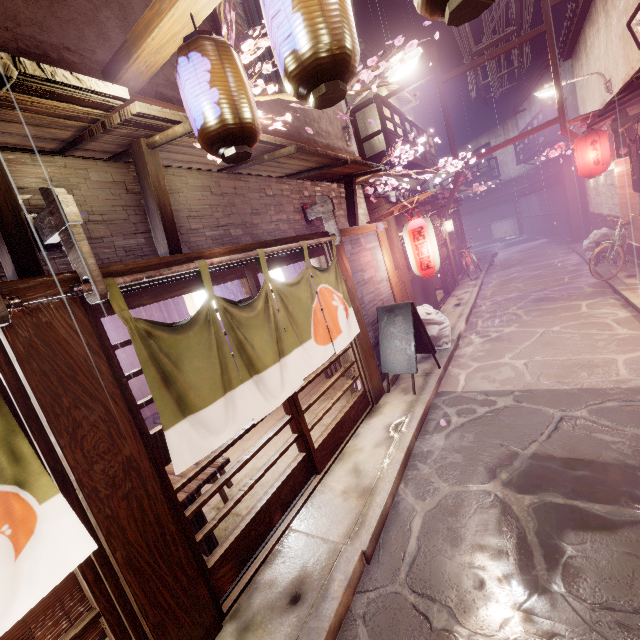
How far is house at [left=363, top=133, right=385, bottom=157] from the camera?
18.2 meters

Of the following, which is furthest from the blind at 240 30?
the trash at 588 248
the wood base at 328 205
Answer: the trash at 588 248

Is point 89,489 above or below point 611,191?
below

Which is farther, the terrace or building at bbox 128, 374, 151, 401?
the terrace

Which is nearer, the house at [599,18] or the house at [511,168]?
the house at [599,18]

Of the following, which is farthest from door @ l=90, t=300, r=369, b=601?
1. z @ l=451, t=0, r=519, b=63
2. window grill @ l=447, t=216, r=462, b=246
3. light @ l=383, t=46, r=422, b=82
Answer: window grill @ l=447, t=216, r=462, b=246

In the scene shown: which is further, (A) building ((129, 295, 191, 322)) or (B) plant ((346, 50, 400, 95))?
(A) building ((129, 295, 191, 322))
